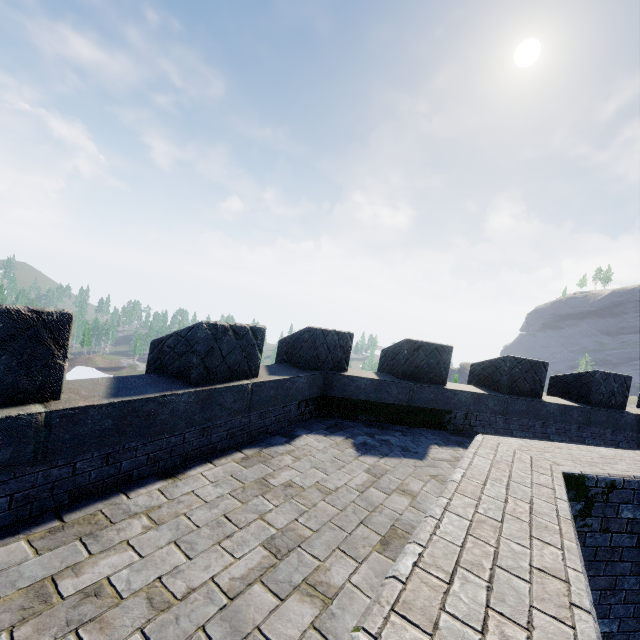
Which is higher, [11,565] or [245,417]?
[245,417]
